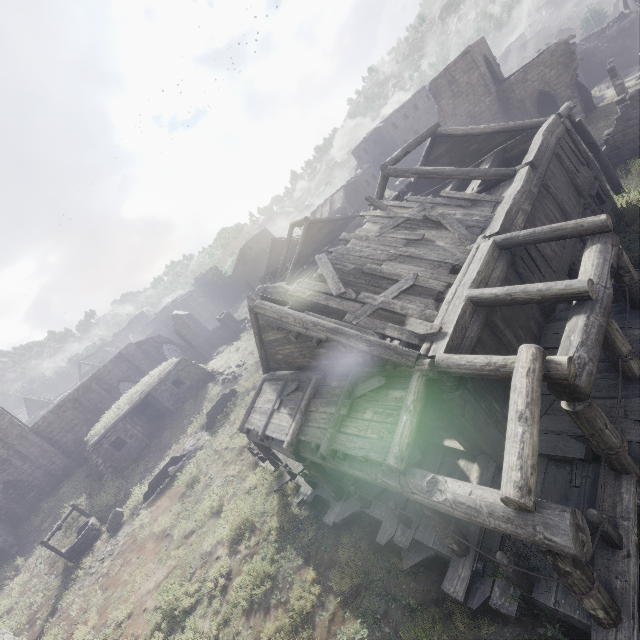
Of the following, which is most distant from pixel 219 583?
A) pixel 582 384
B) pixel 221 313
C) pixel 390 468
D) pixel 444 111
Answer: pixel 444 111

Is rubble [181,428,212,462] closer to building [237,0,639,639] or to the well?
the well

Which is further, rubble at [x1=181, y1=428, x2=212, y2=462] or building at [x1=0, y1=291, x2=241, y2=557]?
building at [x1=0, y1=291, x2=241, y2=557]

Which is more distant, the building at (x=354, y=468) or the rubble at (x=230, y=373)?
the rubble at (x=230, y=373)

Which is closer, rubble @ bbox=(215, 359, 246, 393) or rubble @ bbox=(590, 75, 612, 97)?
rubble @ bbox=(215, 359, 246, 393)

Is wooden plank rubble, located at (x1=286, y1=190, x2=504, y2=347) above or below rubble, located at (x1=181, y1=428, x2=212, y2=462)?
above

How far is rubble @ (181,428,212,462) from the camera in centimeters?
1897cm

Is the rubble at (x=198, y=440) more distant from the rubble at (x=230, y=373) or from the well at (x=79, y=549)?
the well at (x=79, y=549)
